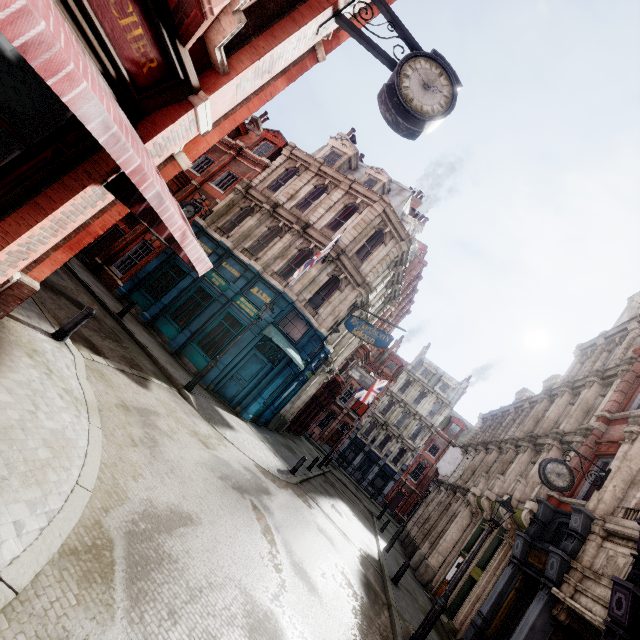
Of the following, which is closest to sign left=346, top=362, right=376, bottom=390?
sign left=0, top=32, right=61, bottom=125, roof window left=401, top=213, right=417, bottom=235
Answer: roof window left=401, top=213, right=417, bottom=235

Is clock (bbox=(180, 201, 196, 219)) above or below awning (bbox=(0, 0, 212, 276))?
above

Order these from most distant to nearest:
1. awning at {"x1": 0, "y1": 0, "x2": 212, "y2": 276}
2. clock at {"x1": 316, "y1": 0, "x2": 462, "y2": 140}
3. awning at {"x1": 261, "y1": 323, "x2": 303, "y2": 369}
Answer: awning at {"x1": 261, "y1": 323, "x2": 303, "y2": 369} < clock at {"x1": 316, "y1": 0, "x2": 462, "y2": 140} < awning at {"x1": 0, "y1": 0, "x2": 212, "y2": 276}

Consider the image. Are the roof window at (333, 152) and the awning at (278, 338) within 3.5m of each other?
no

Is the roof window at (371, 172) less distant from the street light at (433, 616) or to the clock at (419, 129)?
the clock at (419, 129)

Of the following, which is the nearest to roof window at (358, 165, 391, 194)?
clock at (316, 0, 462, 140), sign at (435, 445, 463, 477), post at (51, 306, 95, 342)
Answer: clock at (316, 0, 462, 140)

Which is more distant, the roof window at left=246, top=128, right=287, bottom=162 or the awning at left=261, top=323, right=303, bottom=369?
the roof window at left=246, top=128, right=287, bottom=162

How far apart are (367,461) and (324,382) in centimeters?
2479cm
